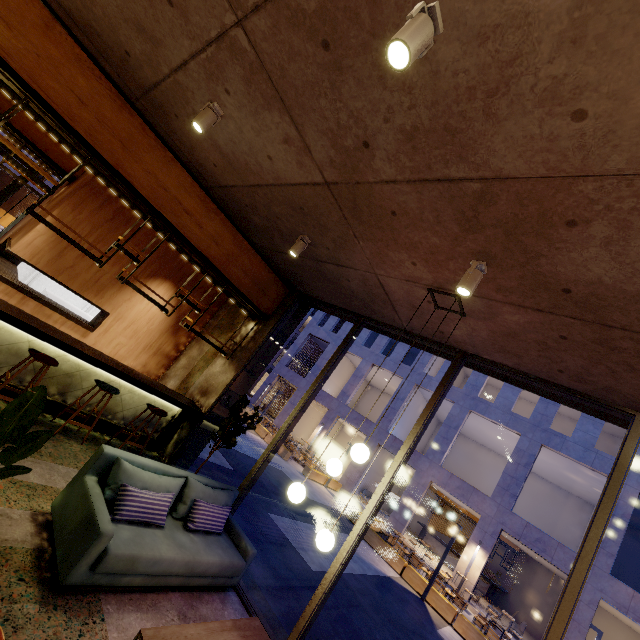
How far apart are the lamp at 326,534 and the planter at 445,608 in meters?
12.1

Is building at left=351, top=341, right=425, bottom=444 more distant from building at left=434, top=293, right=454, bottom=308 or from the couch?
the couch

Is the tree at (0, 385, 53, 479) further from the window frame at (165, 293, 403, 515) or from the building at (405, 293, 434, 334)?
the window frame at (165, 293, 403, 515)

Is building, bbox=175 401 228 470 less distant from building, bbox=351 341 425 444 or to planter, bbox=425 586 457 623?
planter, bbox=425 586 457 623

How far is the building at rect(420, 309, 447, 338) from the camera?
4.3m

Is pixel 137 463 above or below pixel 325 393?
below

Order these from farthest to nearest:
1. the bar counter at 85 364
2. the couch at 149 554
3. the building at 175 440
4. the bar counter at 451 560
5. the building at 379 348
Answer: the building at 379 348, the bar counter at 451 560, the building at 175 440, the bar counter at 85 364, the couch at 149 554

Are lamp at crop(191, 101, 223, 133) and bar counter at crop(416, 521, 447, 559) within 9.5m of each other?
no
